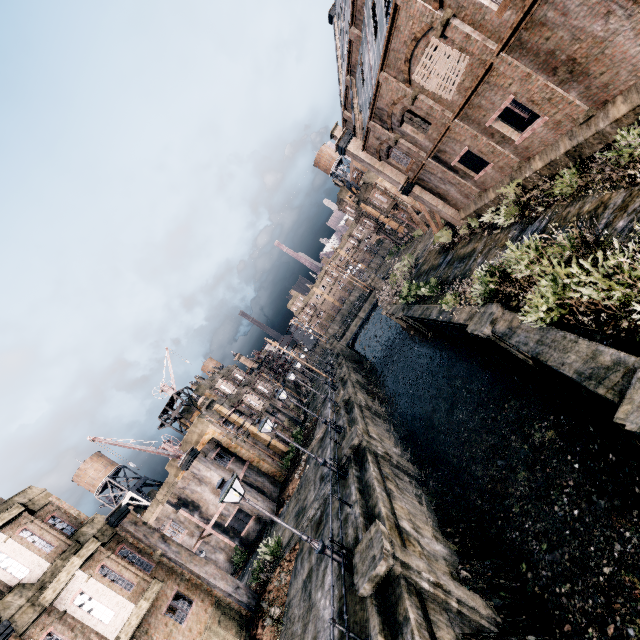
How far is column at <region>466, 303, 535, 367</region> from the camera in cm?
1313

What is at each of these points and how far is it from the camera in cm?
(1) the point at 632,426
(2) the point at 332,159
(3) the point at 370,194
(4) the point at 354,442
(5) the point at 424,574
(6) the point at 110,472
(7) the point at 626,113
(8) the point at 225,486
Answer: (1) column, 593
(2) water tower, 5622
(3) building, 4944
(4) column, 1862
(5) column, 1016
(6) water tower, 4441
(7) building, 1134
(8) street light, 1145

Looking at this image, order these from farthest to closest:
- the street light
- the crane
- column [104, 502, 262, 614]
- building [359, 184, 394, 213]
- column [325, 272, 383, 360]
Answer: column [325, 272, 383, 360]
building [359, 184, 394, 213]
the crane
column [104, 502, 262, 614]
the street light

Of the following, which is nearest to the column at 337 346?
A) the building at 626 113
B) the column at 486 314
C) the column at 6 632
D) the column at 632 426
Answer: the building at 626 113

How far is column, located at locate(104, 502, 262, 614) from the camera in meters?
17.3

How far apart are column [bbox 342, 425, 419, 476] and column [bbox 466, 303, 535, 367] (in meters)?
8.65

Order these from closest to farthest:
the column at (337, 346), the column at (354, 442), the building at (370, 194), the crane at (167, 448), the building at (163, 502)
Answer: the column at (354, 442) < the crane at (167, 448) < the building at (163, 502) < the building at (370, 194) < the column at (337, 346)

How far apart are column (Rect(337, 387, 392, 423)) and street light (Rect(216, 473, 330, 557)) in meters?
15.9 m
